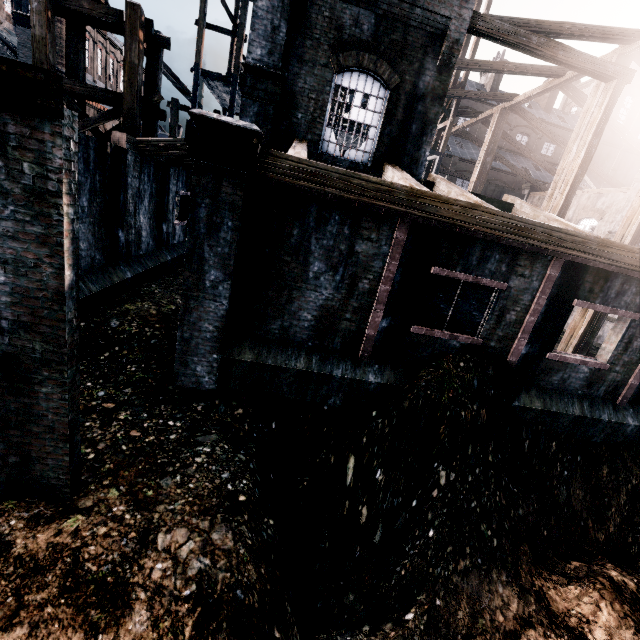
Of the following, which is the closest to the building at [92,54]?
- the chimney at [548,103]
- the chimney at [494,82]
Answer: the chimney at [494,82]

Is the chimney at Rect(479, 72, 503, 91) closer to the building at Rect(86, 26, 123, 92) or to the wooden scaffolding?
the building at Rect(86, 26, 123, 92)

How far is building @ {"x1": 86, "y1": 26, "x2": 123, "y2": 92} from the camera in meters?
40.8

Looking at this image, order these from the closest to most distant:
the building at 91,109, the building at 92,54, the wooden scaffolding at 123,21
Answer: the wooden scaffolding at 123,21
the building at 91,109
the building at 92,54

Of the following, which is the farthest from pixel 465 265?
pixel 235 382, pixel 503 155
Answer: pixel 503 155

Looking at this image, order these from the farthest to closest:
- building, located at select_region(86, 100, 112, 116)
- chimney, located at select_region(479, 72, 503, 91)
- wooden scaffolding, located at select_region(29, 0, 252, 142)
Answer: chimney, located at select_region(479, 72, 503, 91) < building, located at select_region(86, 100, 112, 116) < wooden scaffolding, located at select_region(29, 0, 252, 142)

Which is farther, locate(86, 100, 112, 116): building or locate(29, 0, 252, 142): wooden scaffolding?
locate(86, 100, 112, 116): building

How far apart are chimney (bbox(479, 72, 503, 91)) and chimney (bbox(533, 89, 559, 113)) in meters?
7.5
